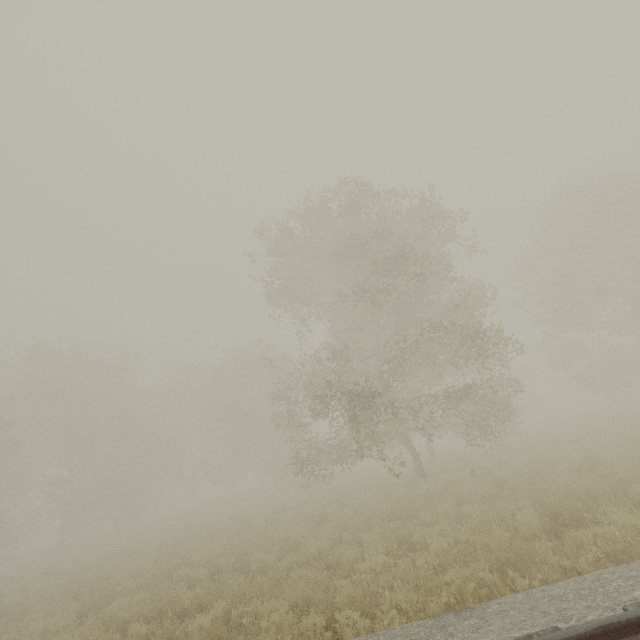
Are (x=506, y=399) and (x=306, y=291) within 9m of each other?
no
